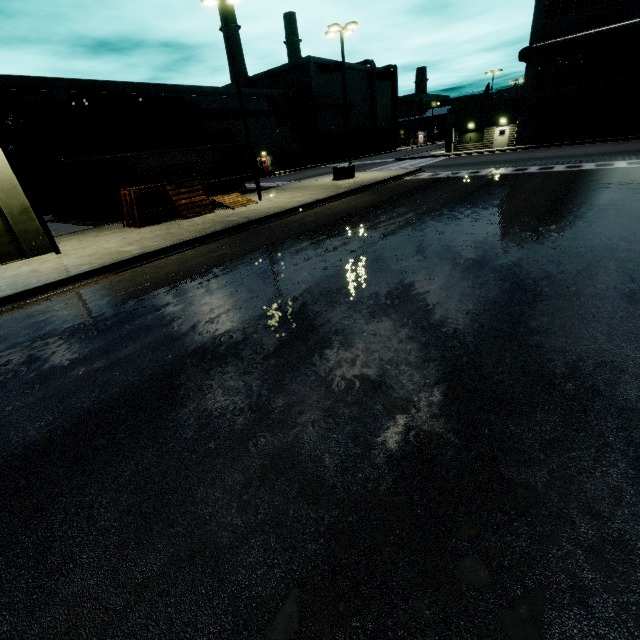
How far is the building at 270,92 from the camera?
46.4m

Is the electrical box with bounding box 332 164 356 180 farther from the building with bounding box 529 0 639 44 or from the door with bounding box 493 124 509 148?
the door with bounding box 493 124 509 148

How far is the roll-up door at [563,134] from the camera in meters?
32.8 m

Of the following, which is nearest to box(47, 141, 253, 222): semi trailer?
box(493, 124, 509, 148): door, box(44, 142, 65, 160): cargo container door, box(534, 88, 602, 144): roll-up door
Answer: box(534, 88, 602, 144): roll-up door

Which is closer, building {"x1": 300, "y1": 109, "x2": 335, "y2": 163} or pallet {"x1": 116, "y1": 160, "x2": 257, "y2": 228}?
pallet {"x1": 116, "y1": 160, "x2": 257, "y2": 228}

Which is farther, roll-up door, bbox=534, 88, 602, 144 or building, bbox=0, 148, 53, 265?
roll-up door, bbox=534, 88, 602, 144

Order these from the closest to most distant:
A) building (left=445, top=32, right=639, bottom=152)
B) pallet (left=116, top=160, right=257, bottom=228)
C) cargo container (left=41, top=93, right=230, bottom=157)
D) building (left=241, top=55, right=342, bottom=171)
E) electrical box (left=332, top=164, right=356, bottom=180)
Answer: pallet (left=116, top=160, right=257, bottom=228) → cargo container (left=41, top=93, right=230, bottom=157) → electrical box (left=332, top=164, right=356, bottom=180) → building (left=445, top=32, right=639, bottom=152) → building (left=241, top=55, right=342, bottom=171)

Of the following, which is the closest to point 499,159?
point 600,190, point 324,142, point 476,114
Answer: point 476,114
